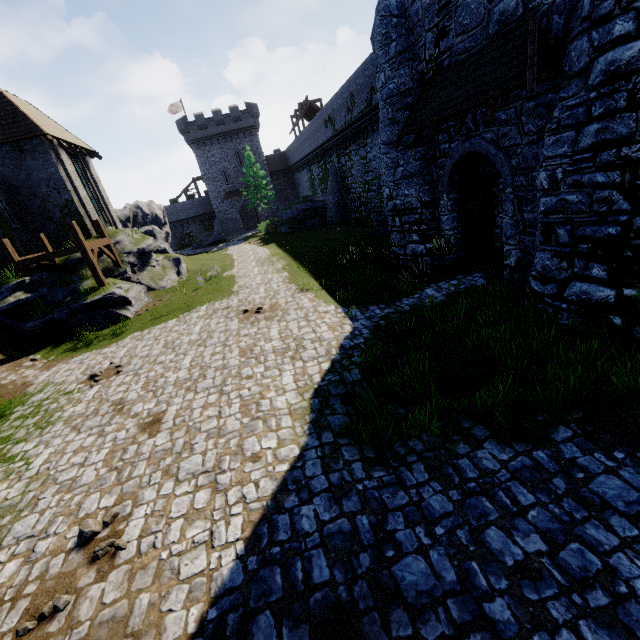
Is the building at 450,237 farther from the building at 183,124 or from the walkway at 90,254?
the building at 183,124

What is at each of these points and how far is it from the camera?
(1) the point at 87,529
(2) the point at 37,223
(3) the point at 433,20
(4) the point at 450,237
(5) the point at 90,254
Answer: (1) instancedfoliageactor, 4.7 meters
(2) building, 19.2 meters
(3) building, 9.9 meters
(4) building, 12.5 meters
(5) walkway, 15.6 meters

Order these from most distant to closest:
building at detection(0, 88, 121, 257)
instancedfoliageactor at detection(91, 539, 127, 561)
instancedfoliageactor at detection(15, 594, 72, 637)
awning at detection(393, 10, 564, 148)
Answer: building at detection(0, 88, 121, 257) < awning at detection(393, 10, 564, 148) < instancedfoliageactor at detection(91, 539, 127, 561) < instancedfoliageactor at detection(15, 594, 72, 637)

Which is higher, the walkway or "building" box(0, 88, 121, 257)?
"building" box(0, 88, 121, 257)

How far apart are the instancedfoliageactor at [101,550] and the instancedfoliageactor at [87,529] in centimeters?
28cm

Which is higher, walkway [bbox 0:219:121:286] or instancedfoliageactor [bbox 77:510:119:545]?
walkway [bbox 0:219:121:286]

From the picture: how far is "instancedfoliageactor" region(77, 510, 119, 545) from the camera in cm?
468

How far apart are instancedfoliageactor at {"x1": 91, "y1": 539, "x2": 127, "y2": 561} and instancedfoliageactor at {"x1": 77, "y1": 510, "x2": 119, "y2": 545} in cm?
28
